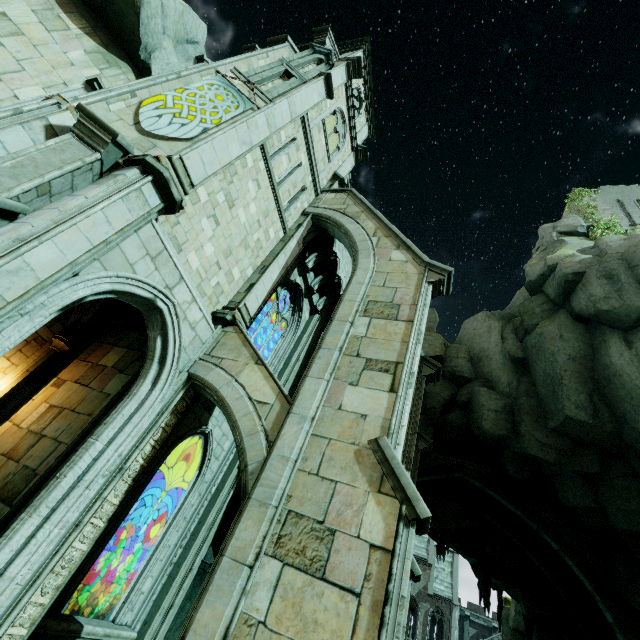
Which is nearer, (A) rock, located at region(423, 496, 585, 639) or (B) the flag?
(B) the flag

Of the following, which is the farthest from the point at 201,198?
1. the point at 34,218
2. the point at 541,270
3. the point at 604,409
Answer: the point at 541,270

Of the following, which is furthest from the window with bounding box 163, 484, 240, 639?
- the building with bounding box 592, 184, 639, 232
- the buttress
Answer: the building with bounding box 592, 184, 639, 232

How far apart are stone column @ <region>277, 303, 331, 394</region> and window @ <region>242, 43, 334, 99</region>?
8.47m

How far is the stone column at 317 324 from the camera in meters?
13.0 m

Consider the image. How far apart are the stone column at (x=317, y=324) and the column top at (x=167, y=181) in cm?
748

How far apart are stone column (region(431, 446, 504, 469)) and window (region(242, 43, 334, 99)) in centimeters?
1853cm

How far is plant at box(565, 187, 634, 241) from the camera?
18.4 meters
